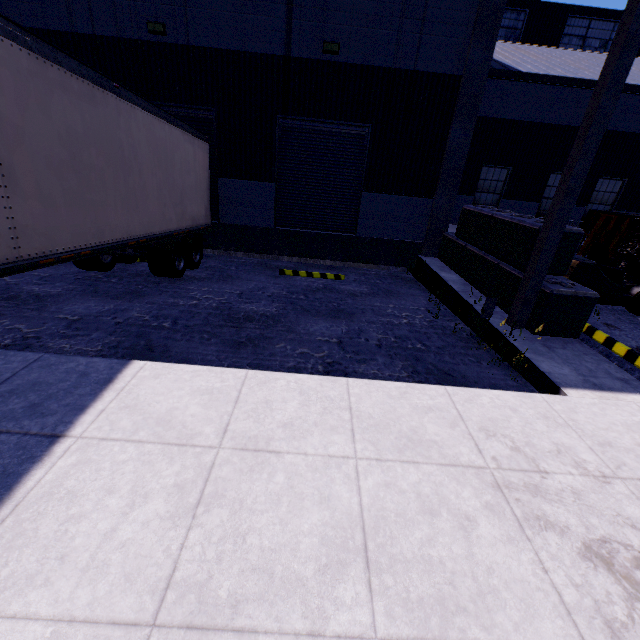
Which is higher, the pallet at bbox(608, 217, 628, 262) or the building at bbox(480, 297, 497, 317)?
the pallet at bbox(608, 217, 628, 262)

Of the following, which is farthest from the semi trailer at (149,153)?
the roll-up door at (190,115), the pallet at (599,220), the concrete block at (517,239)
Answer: the pallet at (599,220)

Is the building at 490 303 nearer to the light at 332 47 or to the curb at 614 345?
the light at 332 47

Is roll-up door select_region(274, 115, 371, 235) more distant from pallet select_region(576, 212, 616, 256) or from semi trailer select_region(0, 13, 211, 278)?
pallet select_region(576, 212, 616, 256)

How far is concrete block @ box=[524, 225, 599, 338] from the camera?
5.99m

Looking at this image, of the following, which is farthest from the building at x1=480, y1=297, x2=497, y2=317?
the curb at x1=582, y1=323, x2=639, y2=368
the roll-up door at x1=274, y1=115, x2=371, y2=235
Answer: the curb at x1=582, y1=323, x2=639, y2=368

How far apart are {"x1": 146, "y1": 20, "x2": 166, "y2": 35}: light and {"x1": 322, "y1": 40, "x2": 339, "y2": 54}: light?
4.52m

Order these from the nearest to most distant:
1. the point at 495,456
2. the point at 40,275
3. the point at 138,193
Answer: the point at 495,456, the point at 138,193, the point at 40,275
